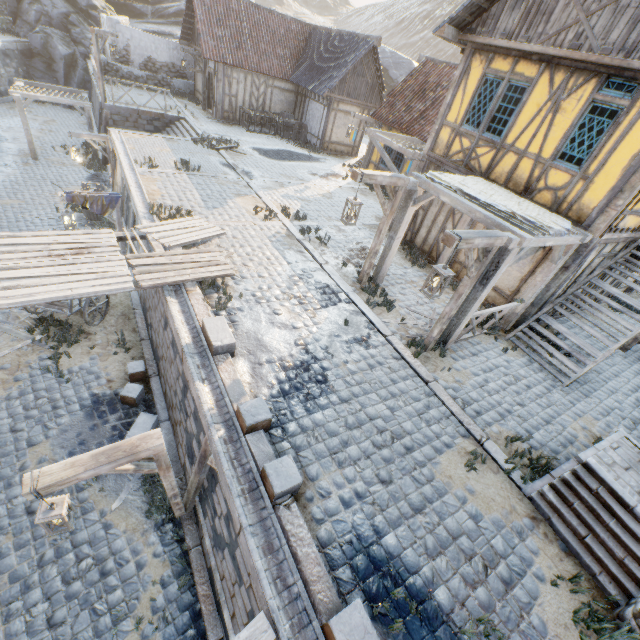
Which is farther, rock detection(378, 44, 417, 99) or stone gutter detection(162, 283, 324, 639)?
rock detection(378, 44, 417, 99)

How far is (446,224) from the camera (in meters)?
10.65

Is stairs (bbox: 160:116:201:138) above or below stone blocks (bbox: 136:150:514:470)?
below

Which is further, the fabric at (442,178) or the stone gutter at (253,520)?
the fabric at (442,178)

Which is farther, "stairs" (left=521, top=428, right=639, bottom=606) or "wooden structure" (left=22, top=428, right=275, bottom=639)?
"stairs" (left=521, top=428, right=639, bottom=606)

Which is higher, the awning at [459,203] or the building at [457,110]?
the building at [457,110]

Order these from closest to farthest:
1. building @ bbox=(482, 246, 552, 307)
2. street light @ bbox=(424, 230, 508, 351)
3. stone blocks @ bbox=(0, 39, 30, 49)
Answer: street light @ bbox=(424, 230, 508, 351) → building @ bbox=(482, 246, 552, 307) → stone blocks @ bbox=(0, 39, 30, 49)

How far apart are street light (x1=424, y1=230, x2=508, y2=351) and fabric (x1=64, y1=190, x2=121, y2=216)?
9.8m
